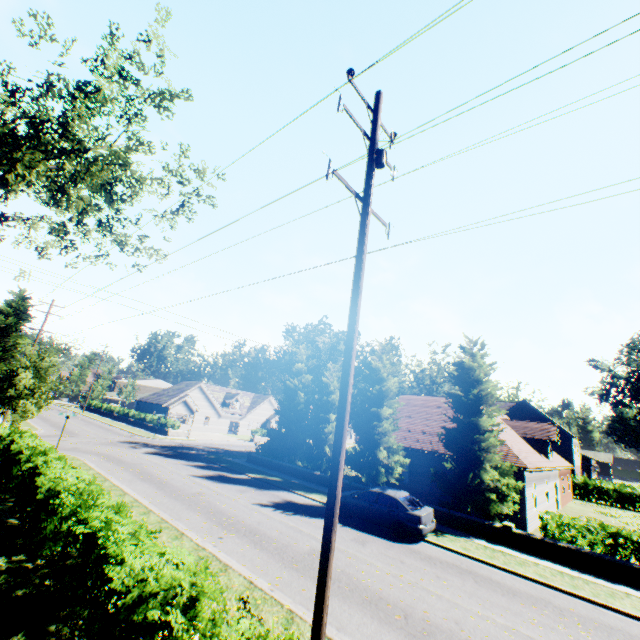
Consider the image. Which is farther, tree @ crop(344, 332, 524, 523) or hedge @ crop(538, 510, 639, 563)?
tree @ crop(344, 332, 524, 523)

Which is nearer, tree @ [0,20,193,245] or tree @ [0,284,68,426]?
tree @ [0,20,193,245]

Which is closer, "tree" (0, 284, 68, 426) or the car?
the car

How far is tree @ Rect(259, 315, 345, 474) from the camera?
24.83m

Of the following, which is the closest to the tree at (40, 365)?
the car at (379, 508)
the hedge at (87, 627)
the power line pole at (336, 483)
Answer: the hedge at (87, 627)

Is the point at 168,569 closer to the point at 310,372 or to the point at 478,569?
the point at 478,569

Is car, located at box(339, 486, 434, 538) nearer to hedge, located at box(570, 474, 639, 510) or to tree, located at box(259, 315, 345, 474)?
tree, located at box(259, 315, 345, 474)

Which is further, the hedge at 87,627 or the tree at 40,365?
the tree at 40,365
